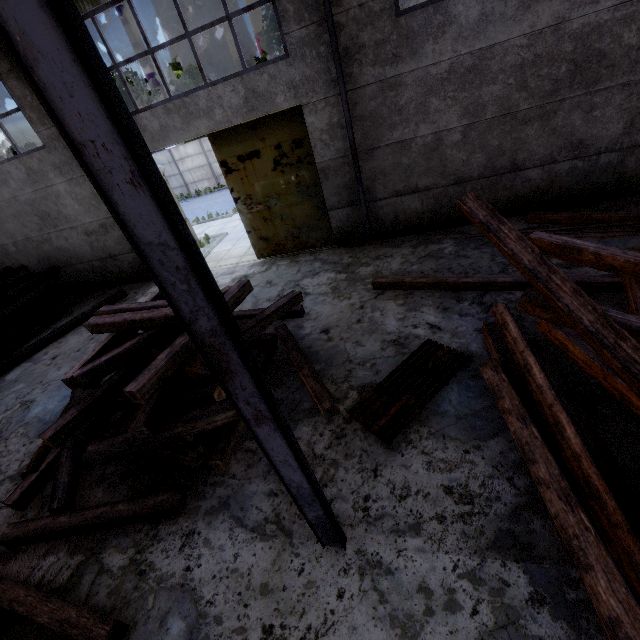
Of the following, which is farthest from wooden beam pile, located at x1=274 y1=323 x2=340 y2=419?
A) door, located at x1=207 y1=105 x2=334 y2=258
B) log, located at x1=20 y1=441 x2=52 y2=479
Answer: Result: door, located at x1=207 y1=105 x2=334 y2=258

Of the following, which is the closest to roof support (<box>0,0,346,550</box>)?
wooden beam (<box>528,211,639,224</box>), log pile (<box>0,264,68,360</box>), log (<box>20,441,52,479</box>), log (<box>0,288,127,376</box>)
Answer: wooden beam (<box>528,211,639,224</box>)

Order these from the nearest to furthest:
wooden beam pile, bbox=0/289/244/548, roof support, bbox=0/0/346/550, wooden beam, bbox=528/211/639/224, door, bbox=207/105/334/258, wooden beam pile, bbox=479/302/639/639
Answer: roof support, bbox=0/0/346/550 → wooden beam pile, bbox=479/302/639/639 → wooden beam pile, bbox=0/289/244/548 → wooden beam, bbox=528/211/639/224 → door, bbox=207/105/334/258

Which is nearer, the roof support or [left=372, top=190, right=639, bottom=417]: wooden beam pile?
the roof support

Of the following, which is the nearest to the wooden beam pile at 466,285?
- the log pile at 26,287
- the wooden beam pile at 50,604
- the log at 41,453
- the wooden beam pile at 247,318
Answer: the wooden beam pile at 247,318

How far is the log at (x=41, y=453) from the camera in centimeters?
522cm

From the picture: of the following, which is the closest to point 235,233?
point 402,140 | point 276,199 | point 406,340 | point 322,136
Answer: point 276,199

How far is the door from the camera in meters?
8.6
